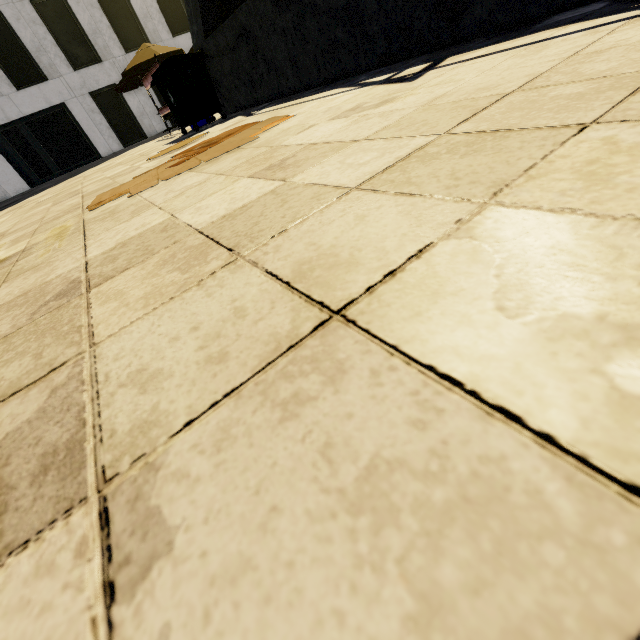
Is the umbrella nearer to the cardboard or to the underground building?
the underground building

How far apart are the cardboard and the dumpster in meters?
3.2 m

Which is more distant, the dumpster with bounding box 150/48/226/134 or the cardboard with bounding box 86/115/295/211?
A: the dumpster with bounding box 150/48/226/134

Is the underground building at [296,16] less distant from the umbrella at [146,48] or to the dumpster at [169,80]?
the dumpster at [169,80]

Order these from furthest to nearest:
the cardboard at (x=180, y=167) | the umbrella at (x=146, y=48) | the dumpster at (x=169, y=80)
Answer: the umbrella at (x=146, y=48) < the dumpster at (x=169, y=80) < the cardboard at (x=180, y=167)

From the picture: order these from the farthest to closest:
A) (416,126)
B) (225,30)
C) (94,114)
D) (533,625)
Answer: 1. (94,114)
2. (225,30)
3. (416,126)
4. (533,625)

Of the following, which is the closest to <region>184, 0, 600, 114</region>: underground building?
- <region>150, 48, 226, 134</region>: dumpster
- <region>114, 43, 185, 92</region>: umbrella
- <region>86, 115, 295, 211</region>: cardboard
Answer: <region>150, 48, 226, 134</region>: dumpster

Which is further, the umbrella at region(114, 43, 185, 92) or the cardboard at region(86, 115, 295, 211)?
the umbrella at region(114, 43, 185, 92)
